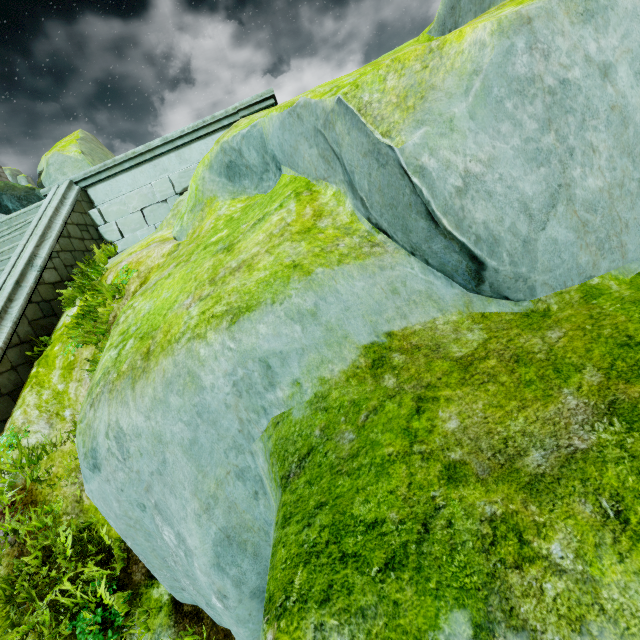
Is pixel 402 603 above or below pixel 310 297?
below

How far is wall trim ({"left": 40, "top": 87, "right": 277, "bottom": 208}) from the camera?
7.4 meters

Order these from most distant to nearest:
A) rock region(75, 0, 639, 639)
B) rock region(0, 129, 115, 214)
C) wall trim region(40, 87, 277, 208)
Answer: rock region(0, 129, 115, 214) < wall trim region(40, 87, 277, 208) < rock region(75, 0, 639, 639)

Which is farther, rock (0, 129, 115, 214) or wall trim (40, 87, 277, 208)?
rock (0, 129, 115, 214)

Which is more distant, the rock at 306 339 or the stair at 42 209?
the stair at 42 209

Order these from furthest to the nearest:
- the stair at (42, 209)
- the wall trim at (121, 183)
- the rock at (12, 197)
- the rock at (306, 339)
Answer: the rock at (12, 197) < the wall trim at (121, 183) < the stair at (42, 209) < the rock at (306, 339)

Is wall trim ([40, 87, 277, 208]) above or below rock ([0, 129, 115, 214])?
below

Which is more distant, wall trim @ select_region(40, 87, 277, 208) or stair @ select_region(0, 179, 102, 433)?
wall trim @ select_region(40, 87, 277, 208)
